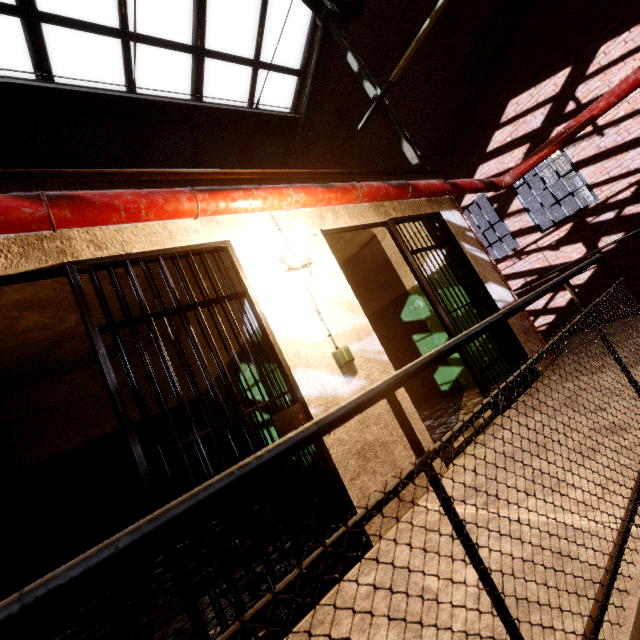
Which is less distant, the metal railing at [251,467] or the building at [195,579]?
the metal railing at [251,467]

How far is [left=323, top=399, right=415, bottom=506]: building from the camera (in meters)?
2.21

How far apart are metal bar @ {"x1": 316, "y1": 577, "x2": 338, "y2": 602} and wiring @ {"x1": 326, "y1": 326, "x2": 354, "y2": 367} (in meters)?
0.40

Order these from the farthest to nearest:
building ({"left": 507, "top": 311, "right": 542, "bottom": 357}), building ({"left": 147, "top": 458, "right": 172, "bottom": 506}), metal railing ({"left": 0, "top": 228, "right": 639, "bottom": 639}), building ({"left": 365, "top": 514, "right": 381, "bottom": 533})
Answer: building ({"left": 147, "top": 458, "right": 172, "bottom": 506})
building ({"left": 507, "top": 311, "right": 542, "bottom": 357})
building ({"left": 365, "top": 514, "right": 381, "bottom": 533})
metal railing ({"left": 0, "top": 228, "right": 639, "bottom": 639})

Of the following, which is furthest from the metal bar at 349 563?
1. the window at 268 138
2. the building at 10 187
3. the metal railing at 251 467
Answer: the window at 268 138

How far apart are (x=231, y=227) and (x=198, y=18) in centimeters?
420cm
